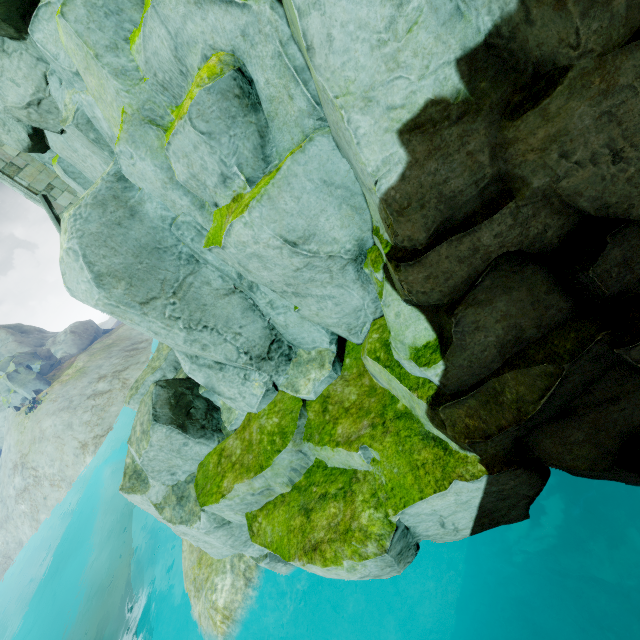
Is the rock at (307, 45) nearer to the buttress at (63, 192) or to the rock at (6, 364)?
the buttress at (63, 192)

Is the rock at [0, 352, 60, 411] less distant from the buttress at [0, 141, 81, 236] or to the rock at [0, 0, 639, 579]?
the rock at [0, 0, 639, 579]

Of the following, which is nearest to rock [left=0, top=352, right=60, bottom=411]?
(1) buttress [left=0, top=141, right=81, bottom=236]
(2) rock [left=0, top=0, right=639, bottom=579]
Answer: (2) rock [left=0, top=0, right=639, bottom=579]

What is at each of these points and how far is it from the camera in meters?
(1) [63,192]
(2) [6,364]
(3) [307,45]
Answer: (1) buttress, 12.5 m
(2) rock, 38.8 m
(3) rock, 2.5 m

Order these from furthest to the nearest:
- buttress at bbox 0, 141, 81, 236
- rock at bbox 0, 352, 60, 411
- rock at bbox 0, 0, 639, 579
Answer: rock at bbox 0, 352, 60, 411 → buttress at bbox 0, 141, 81, 236 → rock at bbox 0, 0, 639, 579
